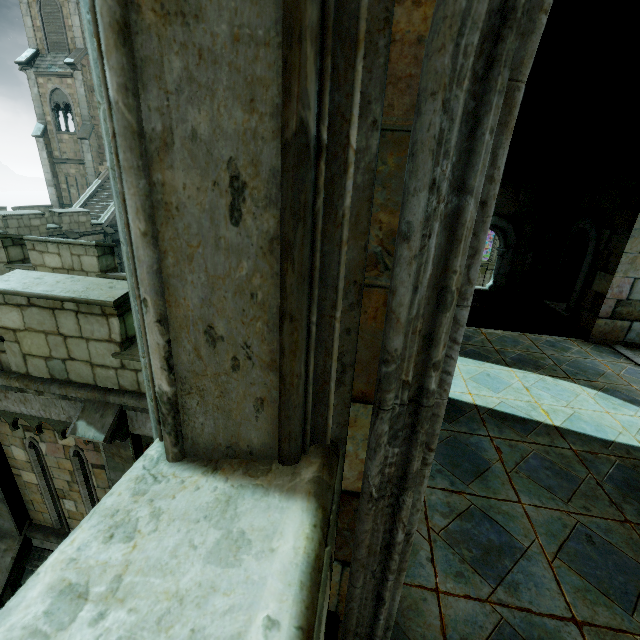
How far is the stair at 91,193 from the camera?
22.7m

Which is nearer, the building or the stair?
the building

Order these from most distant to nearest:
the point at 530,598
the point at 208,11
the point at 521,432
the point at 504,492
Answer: the point at 521,432 → the point at 504,492 → the point at 530,598 → the point at 208,11

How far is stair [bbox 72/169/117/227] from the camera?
22.70m

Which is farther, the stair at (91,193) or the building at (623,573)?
the stair at (91,193)
